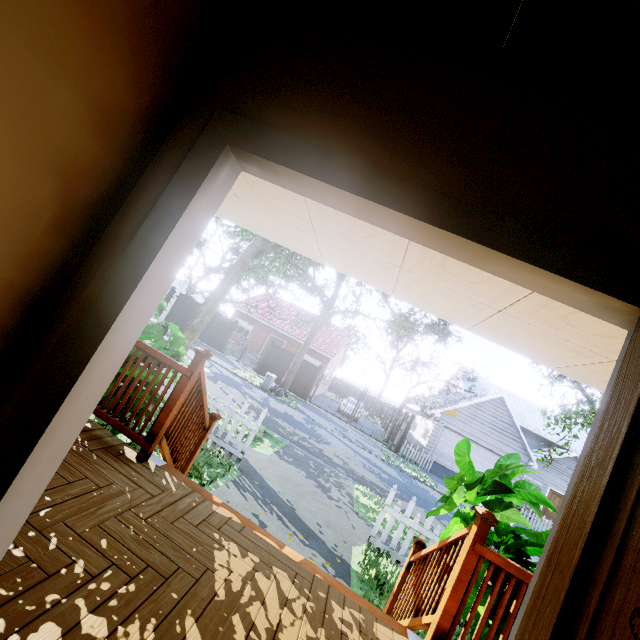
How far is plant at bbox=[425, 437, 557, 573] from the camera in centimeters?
314cm

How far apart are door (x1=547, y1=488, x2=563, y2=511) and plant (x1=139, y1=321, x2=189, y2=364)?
30.2m

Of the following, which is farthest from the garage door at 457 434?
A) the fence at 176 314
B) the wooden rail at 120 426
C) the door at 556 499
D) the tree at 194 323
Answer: the wooden rail at 120 426

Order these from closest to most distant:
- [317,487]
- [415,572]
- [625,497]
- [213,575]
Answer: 1. [625,497]
2. [213,575]
3. [415,572]
4. [317,487]

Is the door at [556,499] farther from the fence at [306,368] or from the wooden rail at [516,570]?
the wooden rail at [516,570]

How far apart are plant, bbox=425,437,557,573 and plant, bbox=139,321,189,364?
3.6 meters

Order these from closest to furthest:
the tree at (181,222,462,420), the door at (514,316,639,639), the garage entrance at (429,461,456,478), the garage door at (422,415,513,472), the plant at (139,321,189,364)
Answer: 1. the door at (514,316,639,639)
2. the plant at (139,321,189,364)
3. the tree at (181,222,462,420)
4. the garage entrance at (429,461,456,478)
5. the garage door at (422,415,513,472)

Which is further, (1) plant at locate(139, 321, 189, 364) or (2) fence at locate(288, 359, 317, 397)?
(2) fence at locate(288, 359, 317, 397)
